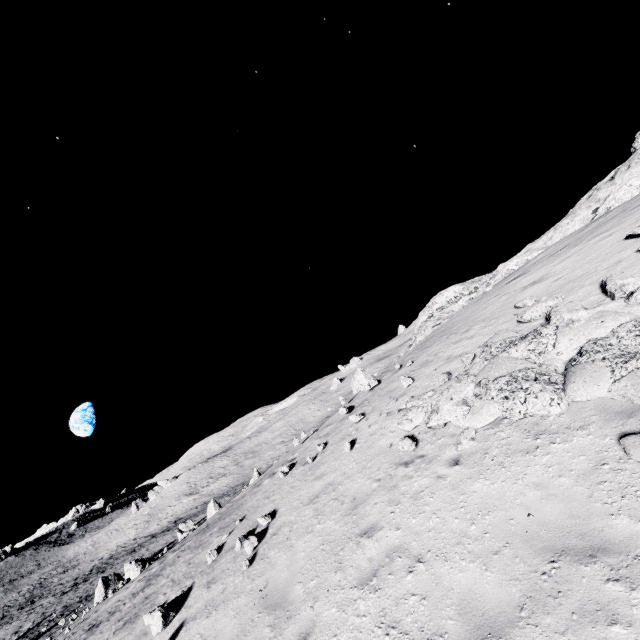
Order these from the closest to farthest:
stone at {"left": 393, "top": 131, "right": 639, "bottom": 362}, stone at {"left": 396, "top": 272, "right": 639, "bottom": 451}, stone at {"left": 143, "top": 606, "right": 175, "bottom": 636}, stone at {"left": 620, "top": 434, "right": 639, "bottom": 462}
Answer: stone at {"left": 620, "top": 434, "right": 639, "bottom": 462}, stone at {"left": 396, "top": 272, "right": 639, "bottom": 451}, stone at {"left": 143, "top": 606, "right": 175, "bottom": 636}, stone at {"left": 393, "top": 131, "right": 639, "bottom": 362}

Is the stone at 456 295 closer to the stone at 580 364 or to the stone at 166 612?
the stone at 580 364

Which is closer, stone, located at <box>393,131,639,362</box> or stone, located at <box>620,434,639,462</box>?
stone, located at <box>620,434,639,462</box>

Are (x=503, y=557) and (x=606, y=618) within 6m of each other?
yes

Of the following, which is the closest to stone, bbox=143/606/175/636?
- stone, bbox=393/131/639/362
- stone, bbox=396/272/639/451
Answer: stone, bbox=396/272/639/451

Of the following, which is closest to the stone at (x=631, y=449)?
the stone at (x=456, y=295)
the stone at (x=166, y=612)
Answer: the stone at (x=456, y=295)

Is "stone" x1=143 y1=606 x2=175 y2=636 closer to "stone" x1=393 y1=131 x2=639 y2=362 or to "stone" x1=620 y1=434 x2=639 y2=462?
"stone" x1=620 y1=434 x2=639 y2=462
